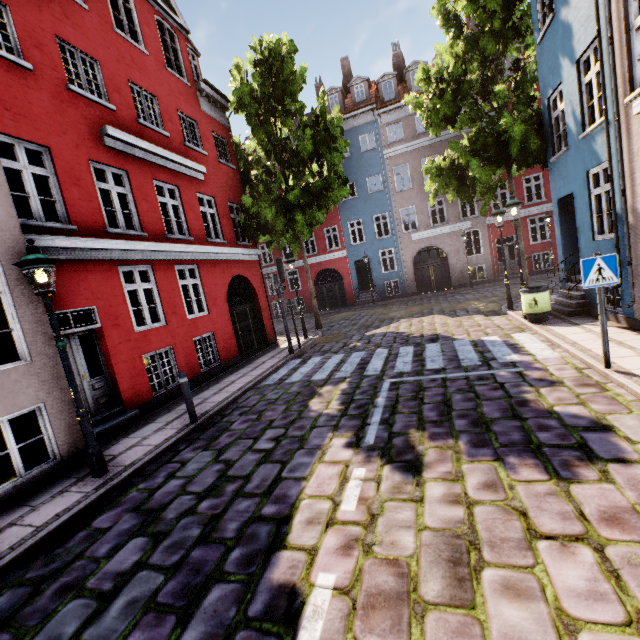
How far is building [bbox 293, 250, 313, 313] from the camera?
26.75m

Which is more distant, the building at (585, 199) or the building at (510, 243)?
the building at (510, 243)

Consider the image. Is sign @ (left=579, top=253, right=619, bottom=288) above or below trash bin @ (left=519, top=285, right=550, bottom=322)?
above

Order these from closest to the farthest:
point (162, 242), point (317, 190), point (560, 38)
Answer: point (560, 38), point (162, 242), point (317, 190)

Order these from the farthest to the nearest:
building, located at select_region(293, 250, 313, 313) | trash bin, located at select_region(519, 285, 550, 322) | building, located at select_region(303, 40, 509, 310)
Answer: building, located at select_region(293, 250, 313, 313), building, located at select_region(303, 40, 509, 310), trash bin, located at select_region(519, 285, 550, 322)

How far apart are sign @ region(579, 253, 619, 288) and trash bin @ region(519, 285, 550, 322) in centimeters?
417cm

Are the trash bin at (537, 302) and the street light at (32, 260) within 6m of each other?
no

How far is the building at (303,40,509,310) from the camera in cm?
2255
